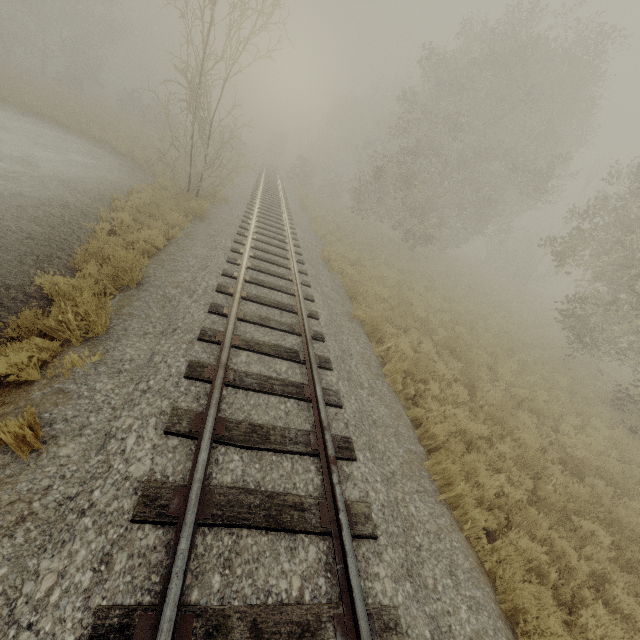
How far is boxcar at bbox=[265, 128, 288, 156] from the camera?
57.9 meters

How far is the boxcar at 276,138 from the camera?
57.94m

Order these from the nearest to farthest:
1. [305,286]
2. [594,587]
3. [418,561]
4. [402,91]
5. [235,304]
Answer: [418,561] → [594,587] → [235,304] → [305,286] → [402,91]
